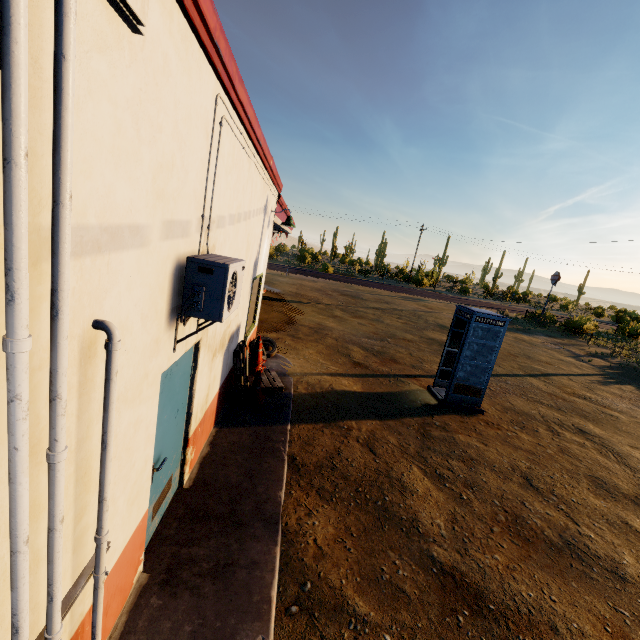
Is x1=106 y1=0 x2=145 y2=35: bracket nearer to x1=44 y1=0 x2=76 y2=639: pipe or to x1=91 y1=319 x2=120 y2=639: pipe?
x1=44 y1=0 x2=76 y2=639: pipe

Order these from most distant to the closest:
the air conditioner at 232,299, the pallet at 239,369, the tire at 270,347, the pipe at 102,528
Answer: the tire at 270,347 → the pallet at 239,369 → the air conditioner at 232,299 → the pipe at 102,528

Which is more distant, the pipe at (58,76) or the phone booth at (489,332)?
the phone booth at (489,332)

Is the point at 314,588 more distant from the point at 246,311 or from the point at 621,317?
the point at 621,317

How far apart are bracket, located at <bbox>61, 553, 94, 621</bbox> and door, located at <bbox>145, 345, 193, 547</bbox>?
0.9m

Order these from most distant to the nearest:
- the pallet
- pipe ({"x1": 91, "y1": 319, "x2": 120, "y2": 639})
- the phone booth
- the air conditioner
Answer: the phone booth < the pallet < the air conditioner < pipe ({"x1": 91, "y1": 319, "x2": 120, "y2": 639})

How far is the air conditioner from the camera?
2.8 meters

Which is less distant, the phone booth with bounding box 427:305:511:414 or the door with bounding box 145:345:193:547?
the door with bounding box 145:345:193:547
